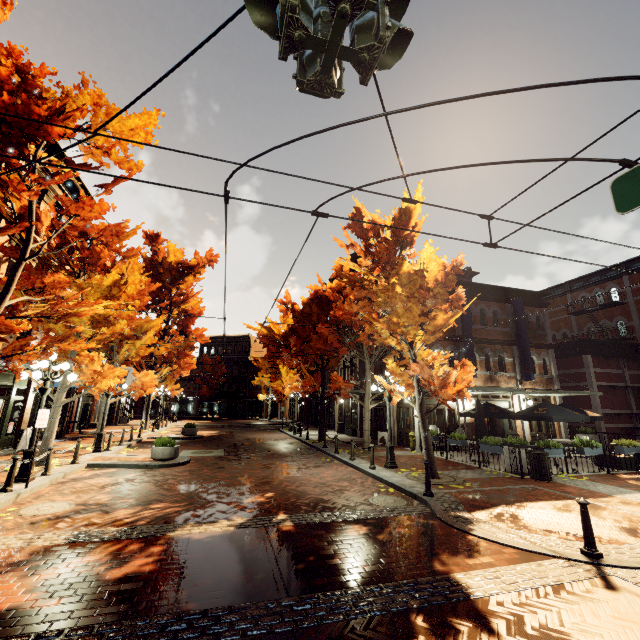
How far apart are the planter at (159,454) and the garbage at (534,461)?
12.9m

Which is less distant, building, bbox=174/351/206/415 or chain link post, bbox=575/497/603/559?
chain link post, bbox=575/497/603/559

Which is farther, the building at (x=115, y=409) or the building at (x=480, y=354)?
the building at (x=115, y=409)

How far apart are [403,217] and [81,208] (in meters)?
10.04

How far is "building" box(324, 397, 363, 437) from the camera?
23.4m

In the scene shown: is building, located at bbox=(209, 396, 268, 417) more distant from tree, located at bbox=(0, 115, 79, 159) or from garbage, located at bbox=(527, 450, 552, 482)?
garbage, located at bbox=(527, 450, 552, 482)
